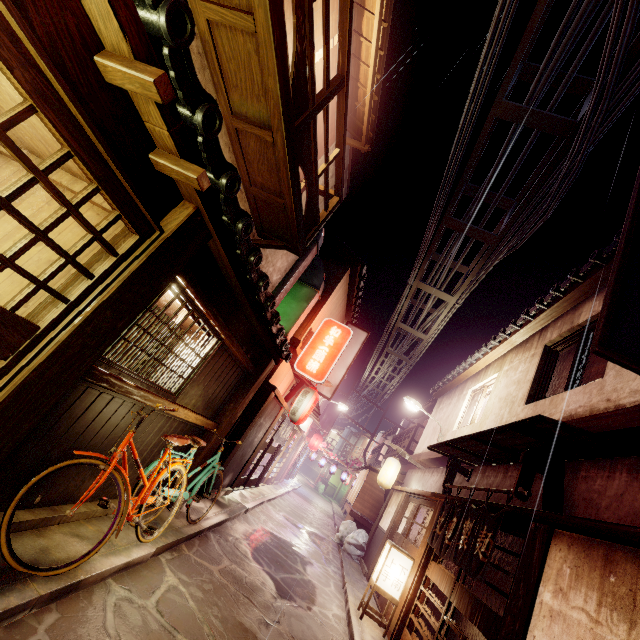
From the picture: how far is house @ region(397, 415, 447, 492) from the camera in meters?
17.4 m

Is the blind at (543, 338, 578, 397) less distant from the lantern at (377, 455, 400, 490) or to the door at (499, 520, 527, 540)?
the door at (499, 520, 527, 540)

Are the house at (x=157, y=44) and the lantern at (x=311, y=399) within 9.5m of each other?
no

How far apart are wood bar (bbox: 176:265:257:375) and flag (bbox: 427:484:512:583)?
8.5 meters

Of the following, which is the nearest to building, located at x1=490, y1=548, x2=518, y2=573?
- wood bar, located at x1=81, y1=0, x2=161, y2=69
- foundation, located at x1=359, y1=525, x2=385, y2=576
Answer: foundation, located at x1=359, y1=525, x2=385, y2=576

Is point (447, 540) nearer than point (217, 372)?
No

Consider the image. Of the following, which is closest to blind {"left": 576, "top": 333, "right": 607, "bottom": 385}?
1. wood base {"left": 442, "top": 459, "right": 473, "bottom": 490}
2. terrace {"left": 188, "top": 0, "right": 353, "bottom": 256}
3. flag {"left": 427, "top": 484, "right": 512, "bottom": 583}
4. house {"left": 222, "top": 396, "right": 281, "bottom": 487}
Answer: flag {"left": 427, "top": 484, "right": 512, "bottom": 583}

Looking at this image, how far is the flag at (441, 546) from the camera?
8.44m
